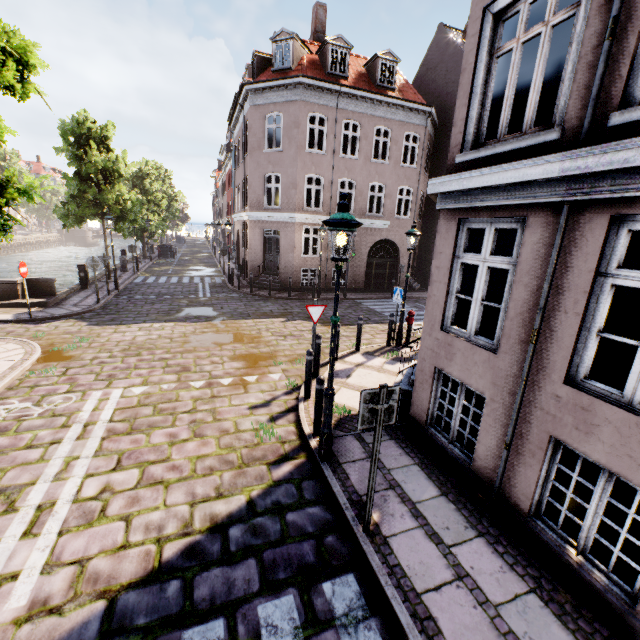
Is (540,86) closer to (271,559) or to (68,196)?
(271,559)

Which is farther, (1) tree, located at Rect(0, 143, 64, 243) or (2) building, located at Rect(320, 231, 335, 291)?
(2) building, located at Rect(320, 231, 335, 291)

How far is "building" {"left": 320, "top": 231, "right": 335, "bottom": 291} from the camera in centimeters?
1908cm

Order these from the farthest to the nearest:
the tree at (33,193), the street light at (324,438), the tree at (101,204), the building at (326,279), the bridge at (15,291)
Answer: the building at (326,279) → the tree at (101,204) → the bridge at (15,291) → the tree at (33,193) → the street light at (324,438)

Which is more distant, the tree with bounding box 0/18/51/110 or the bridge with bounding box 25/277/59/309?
the bridge with bounding box 25/277/59/309

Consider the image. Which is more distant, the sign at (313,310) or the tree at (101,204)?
the tree at (101,204)

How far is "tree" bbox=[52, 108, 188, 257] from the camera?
16.3 meters

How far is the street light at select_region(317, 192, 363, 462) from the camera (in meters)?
4.05
